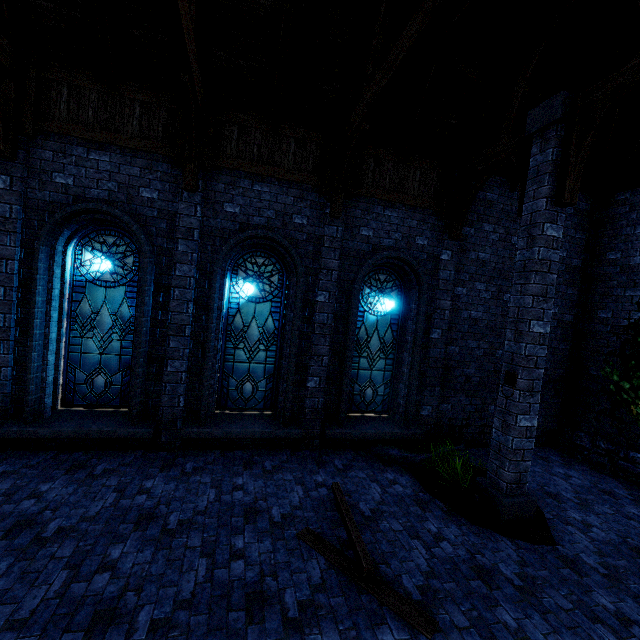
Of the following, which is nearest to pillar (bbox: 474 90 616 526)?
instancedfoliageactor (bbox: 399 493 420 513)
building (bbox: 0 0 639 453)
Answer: building (bbox: 0 0 639 453)

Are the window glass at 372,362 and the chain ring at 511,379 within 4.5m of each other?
yes

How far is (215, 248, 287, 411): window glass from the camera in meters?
7.2 m

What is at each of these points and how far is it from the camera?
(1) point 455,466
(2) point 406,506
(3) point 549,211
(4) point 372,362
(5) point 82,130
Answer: (1) instancedfoliageactor, 6.0 meters
(2) instancedfoliageactor, 5.6 meters
(3) pillar, 5.2 meters
(4) window glass, 8.1 meters
(5) building, 5.8 meters

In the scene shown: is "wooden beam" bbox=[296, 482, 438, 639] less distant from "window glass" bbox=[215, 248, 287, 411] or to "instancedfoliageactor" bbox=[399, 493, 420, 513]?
"instancedfoliageactor" bbox=[399, 493, 420, 513]

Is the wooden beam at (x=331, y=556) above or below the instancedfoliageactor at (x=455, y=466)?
below

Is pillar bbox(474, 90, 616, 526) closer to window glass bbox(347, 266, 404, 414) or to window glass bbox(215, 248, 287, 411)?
window glass bbox(347, 266, 404, 414)

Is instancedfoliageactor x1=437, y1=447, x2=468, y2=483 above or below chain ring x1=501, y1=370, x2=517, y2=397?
below
